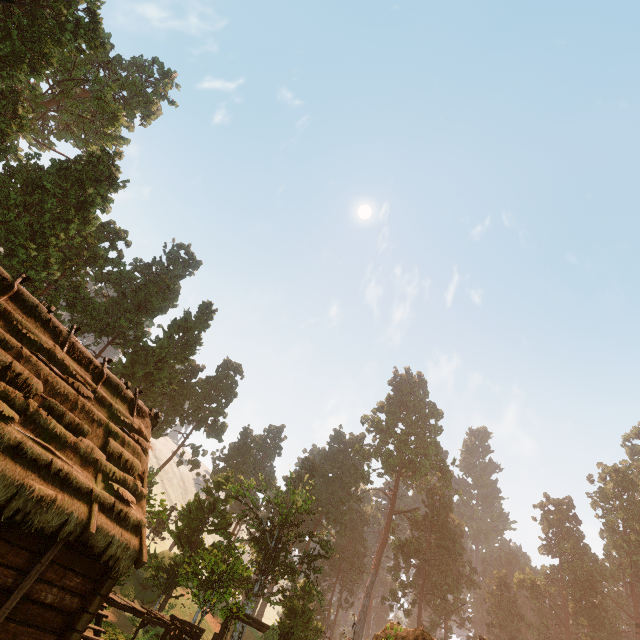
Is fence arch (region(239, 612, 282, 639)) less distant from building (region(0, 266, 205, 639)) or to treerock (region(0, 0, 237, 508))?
building (region(0, 266, 205, 639))

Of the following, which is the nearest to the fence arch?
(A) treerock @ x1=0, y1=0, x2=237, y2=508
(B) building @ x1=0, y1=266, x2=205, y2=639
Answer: (B) building @ x1=0, y1=266, x2=205, y2=639

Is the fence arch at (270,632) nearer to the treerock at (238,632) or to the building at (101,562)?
the building at (101,562)

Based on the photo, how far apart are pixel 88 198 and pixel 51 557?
35.6m

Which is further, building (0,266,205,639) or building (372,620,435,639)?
building (372,620,435,639)

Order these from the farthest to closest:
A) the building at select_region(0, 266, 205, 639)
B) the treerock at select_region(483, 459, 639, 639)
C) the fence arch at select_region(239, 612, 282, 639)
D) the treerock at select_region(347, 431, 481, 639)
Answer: the treerock at select_region(347, 431, 481, 639)
the treerock at select_region(483, 459, 639, 639)
the fence arch at select_region(239, 612, 282, 639)
the building at select_region(0, 266, 205, 639)
